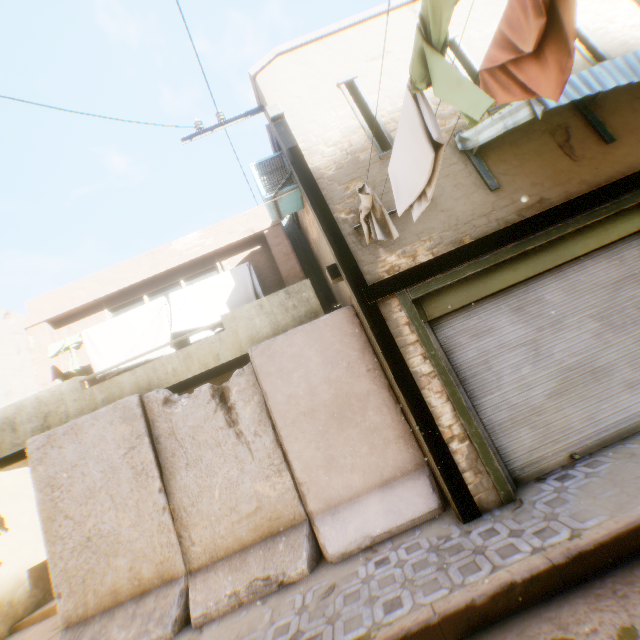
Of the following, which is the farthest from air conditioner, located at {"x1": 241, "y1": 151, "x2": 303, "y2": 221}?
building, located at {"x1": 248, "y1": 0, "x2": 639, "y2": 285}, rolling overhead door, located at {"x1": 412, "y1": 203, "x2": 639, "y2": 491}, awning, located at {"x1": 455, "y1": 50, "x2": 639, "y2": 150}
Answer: awning, located at {"x1": 455, "y1": 50, "x2": 639, "y2": 150}

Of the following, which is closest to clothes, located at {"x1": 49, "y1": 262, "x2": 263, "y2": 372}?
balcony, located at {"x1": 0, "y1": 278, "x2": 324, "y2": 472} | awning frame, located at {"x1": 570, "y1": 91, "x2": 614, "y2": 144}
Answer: balcony, located at {"x1": 0, "y1": 278, "x2": 324, "y2": 472}

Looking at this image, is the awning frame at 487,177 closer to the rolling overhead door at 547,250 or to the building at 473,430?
the building at 473,430

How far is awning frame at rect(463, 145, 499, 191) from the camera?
5.0m

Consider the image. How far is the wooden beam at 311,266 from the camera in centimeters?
855cm

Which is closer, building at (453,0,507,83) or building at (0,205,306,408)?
building at (453,0,507,83)

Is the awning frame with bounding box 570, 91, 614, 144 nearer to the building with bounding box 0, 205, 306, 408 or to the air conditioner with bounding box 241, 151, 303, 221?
the building with bounding box 0, 205, 306, 408

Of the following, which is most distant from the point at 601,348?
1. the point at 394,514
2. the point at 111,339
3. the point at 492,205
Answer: the point at 111,339
